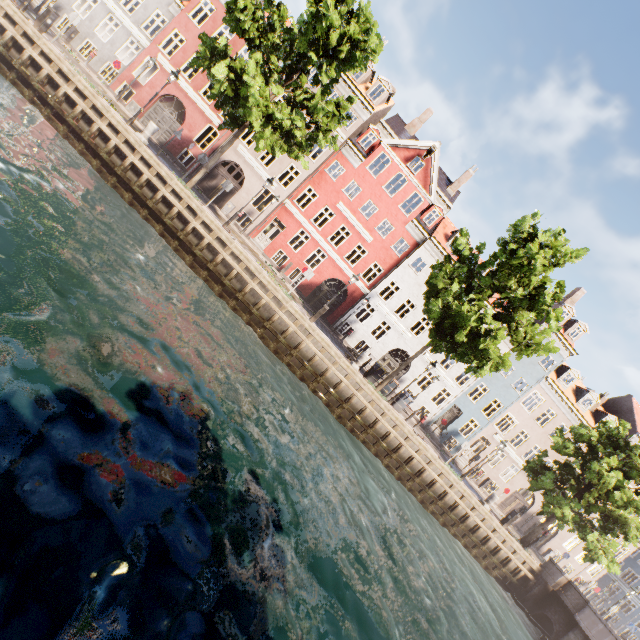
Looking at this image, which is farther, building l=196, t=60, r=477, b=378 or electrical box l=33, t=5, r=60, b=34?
building l=196, t=60, r=477, b=378

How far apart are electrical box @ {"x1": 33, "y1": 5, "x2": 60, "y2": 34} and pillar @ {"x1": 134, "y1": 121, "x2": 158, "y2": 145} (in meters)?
5.70

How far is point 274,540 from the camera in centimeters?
644cm

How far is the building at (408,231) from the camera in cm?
2455

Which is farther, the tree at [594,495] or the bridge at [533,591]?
the tree at [594,495]

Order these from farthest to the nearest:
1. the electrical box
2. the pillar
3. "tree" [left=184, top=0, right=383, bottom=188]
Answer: the pillar, the electrical box, "tree" [left=184, top=0, right=383, bottom=188]

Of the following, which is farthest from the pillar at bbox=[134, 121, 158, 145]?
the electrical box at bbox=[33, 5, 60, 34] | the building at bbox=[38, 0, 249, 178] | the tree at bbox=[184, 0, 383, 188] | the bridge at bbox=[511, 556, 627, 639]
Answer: the bridge at bbox=[511, 556, 627, 639]

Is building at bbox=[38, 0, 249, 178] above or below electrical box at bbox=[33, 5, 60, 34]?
above
